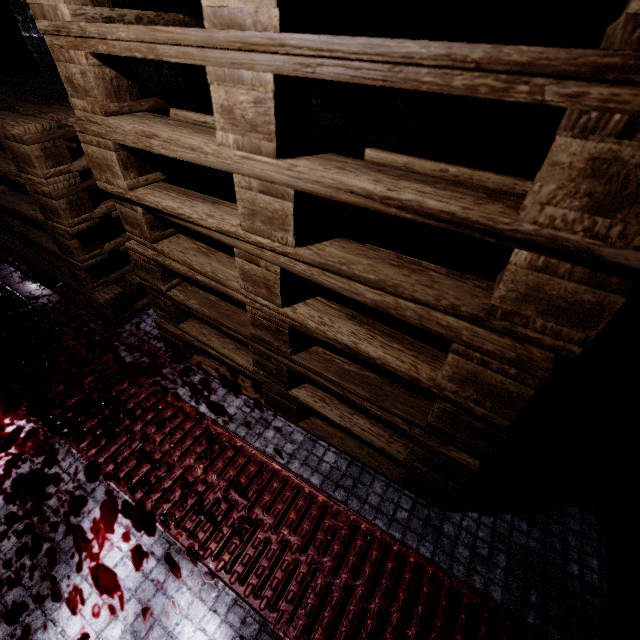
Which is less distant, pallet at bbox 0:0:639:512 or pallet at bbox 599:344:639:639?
pallet at bbox 0:0:639:512

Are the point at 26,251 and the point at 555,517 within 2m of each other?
no

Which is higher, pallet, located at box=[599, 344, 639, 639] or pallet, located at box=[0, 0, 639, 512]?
pallet, located at box=[0, 0, 639, 512]

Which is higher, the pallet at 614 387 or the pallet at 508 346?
the pallet at 508 346

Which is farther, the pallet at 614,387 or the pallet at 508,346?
the pallet at 614,387
